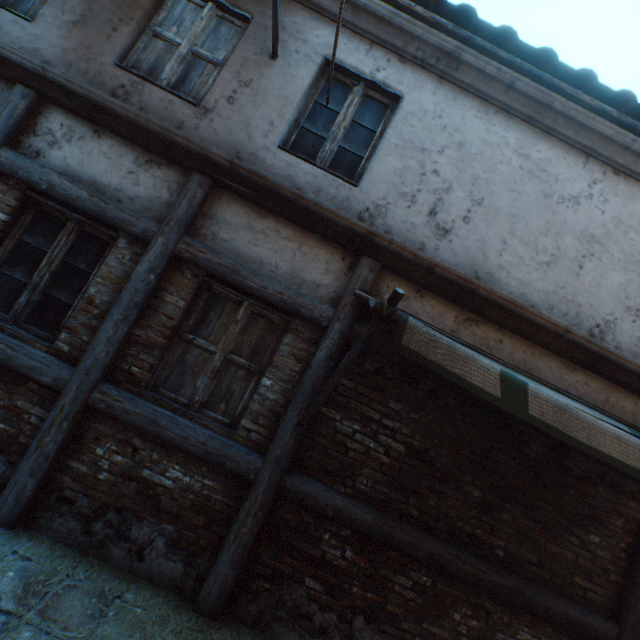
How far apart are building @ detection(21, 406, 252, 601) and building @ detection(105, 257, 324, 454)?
0.2 meters

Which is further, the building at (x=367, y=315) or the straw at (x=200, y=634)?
the building at (x=367, y=315)

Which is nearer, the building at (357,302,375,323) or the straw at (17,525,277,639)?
the straw at (17,525,277,639)

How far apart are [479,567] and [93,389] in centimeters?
418cm

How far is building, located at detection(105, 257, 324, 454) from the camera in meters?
3.2 m

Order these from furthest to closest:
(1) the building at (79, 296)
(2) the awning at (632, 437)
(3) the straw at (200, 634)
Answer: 1. (1) the building at (79, 296)
2. (3) the straw at (200, 634)
3. (2) the awning at (632, 437)

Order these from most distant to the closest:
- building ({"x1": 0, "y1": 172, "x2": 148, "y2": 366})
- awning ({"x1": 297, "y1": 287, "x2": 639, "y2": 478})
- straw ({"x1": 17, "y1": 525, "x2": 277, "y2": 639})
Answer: building ({"x1": 0, "y1": 172, "x2": 148, "y2": 366}), straw ({"x1": 17, "y1": 525, "x2": 277, "y2": 639}), awning ({"x1": 297, "y1": 287, "x2": 639, "y2": 478})

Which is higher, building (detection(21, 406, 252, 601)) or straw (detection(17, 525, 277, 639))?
building (detection(21, 406, 252, 601))
